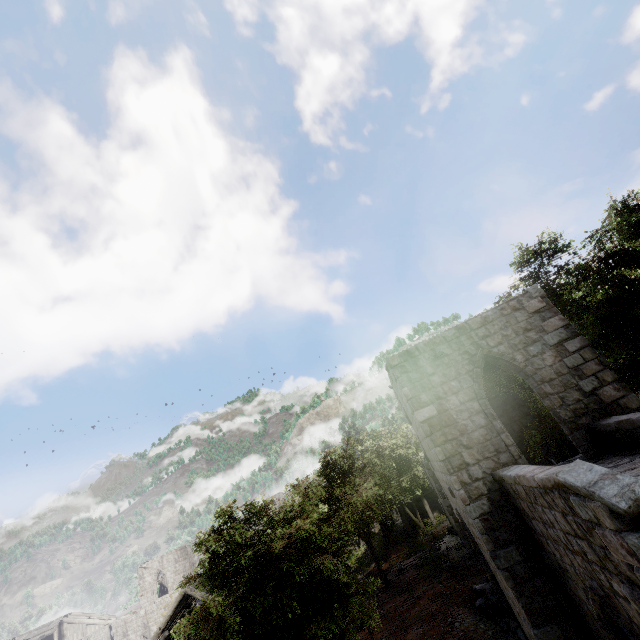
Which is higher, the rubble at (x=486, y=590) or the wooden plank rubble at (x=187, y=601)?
the wooden plank rubble at (x=187, y=601)

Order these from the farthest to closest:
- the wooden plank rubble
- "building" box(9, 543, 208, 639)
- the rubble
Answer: "building" box(9, 543, 208, 639) < the wooden plank rubble < the rubble

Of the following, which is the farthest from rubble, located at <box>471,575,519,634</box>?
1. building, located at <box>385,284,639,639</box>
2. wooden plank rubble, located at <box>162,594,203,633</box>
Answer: wooden plank rubble, located at <box>162,594,203,633</box>

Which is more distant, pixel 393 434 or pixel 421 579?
pixel 393 434

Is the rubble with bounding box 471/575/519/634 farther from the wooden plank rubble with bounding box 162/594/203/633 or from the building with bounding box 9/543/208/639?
the wooden plank rubble with bounding box 162/594/203/633

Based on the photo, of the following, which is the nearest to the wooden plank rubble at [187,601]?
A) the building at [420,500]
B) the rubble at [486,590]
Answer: the building at [420,500]

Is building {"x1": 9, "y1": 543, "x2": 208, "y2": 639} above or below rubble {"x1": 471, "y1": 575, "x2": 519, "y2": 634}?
above

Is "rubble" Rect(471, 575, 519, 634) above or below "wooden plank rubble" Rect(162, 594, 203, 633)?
below
